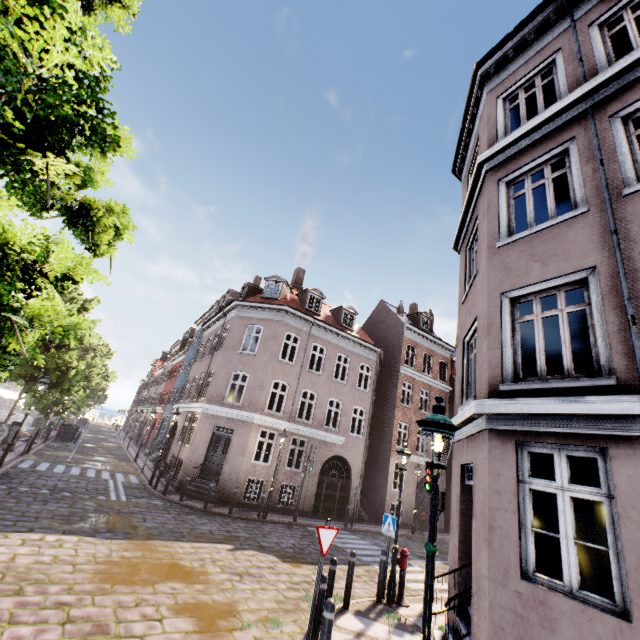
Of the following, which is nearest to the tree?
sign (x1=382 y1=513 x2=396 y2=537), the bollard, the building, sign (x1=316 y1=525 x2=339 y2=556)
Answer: the building

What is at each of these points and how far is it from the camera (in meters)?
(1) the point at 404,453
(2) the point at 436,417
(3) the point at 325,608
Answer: (1) street light, 9.45
(2) street light, 3.91
(3) bollard, 4.70

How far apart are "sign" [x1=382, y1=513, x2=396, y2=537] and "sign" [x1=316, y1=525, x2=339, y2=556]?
3.6 meters

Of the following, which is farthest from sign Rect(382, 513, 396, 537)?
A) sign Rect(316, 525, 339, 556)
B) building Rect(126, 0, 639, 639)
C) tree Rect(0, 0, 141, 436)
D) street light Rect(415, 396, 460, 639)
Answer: tree Rect(0, 0, 141, 436)

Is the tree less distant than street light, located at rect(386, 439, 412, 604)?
Yes

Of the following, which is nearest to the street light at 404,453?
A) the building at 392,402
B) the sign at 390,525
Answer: the sign at 390,525

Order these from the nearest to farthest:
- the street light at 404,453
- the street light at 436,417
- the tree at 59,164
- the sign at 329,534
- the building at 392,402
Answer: the tree at 59,164
the street light at 436,417
the building at 392,402
the sign at 329,534
the street light at 404,453

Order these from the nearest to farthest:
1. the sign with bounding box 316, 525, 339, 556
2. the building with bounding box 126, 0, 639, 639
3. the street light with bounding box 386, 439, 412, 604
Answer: the building with bounding box 126, 0, 639, 639 < the sign with bounding box 316, 525, 339, 556 < the street light with bounding box 386, 439, 412, 604
